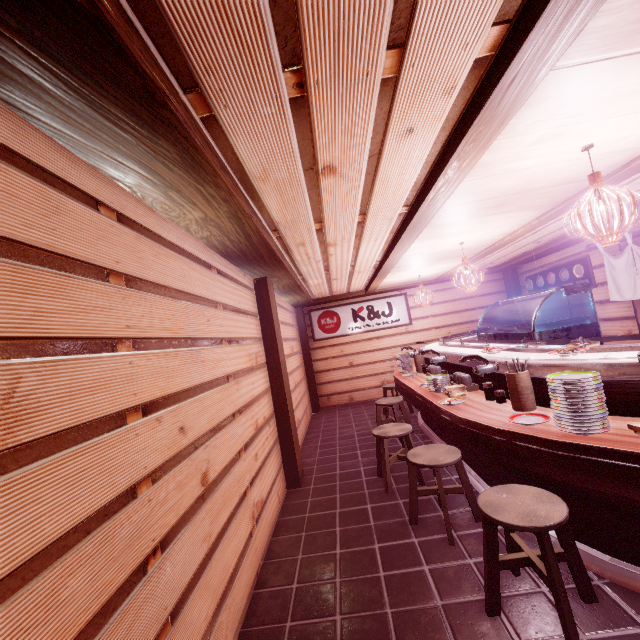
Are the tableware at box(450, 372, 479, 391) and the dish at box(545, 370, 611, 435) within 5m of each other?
yes

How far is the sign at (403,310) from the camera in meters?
16.1 m

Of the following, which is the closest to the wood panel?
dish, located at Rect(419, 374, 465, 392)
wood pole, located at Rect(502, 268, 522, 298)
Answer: dish, located at Rect(419, 374, 465, 392)

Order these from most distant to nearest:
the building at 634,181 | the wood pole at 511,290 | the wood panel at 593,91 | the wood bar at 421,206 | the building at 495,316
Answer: the building at 495,316, the wood pole at 511,290, the building at 634,181, the wood panel at 593,91, the wood bar at 421,206

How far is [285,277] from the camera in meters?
8.5

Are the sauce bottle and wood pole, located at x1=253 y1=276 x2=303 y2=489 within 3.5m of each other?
no

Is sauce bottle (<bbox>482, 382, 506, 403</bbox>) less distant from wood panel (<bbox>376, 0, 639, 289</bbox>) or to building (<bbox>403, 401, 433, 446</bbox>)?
building (<bbox>403, 401, 433, 446</bbox>)

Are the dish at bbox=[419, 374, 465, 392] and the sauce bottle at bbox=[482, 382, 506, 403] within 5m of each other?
yes
